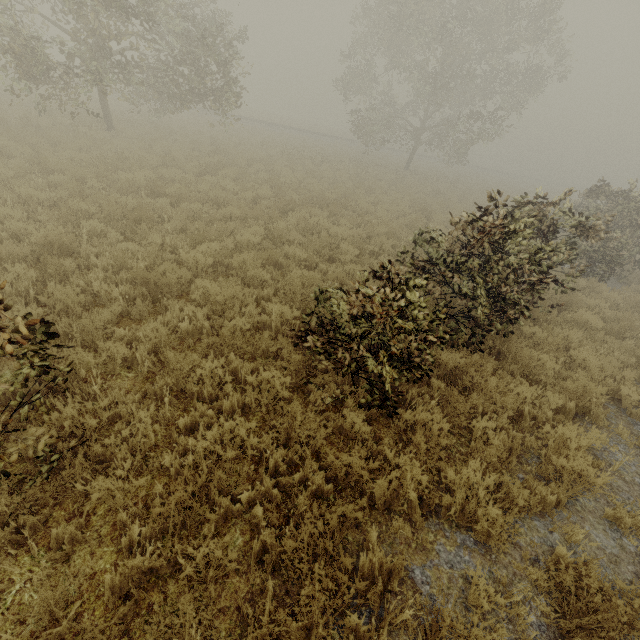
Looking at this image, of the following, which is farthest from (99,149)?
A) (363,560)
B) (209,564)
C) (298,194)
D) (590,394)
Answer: (590,394)

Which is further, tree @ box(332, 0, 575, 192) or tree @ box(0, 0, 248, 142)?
tree @ box(332, 0, 575, 192)

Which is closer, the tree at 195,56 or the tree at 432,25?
the tree at 195,56
